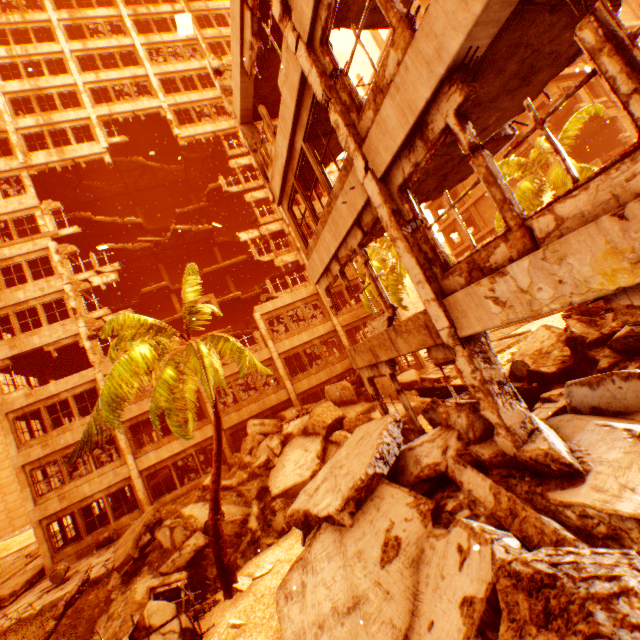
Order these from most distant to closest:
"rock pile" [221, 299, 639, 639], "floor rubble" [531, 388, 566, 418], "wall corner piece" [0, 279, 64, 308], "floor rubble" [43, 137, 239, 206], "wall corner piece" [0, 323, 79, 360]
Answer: "floor rubble" [43, 137, 239, 206]
"wall corner piece" [0, 279, 64, 308]
"wall corner piece" [0, 323, 79, 360]
"floor rubble" [531, 388, 566, 418]
"rock pile" [221, 299, 639, 639]

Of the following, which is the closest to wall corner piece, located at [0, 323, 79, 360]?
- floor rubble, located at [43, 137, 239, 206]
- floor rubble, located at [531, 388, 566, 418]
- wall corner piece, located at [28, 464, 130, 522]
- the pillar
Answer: floor rubble, located at [43, 137, 239, 206]

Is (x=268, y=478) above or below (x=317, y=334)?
below

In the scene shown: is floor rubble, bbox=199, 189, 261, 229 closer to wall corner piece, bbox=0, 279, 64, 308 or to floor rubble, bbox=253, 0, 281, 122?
wall corner piece, bbox=0, 279, 64, 308

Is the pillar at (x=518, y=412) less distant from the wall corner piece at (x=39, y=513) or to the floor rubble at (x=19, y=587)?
the wall corner piece at (x=39, y=513)

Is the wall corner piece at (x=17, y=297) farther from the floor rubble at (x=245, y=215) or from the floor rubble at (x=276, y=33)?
the floor rubble at (x=276, y=33)

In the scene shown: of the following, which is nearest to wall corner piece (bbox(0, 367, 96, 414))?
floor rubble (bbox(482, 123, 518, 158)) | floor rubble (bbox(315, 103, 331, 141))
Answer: floor rubble (bbox(315, 103, 331, 141))

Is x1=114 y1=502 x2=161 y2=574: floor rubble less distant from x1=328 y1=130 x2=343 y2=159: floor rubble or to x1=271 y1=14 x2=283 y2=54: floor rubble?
x1=328 y1=130 x2=343 y2=159: floor rubble
